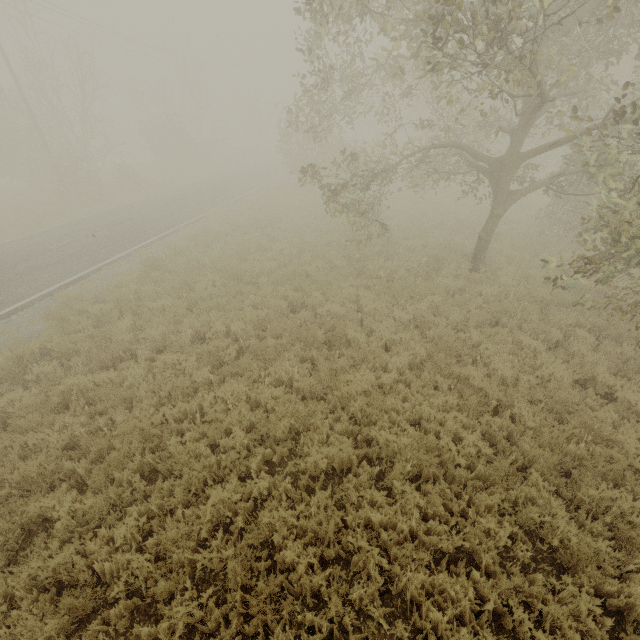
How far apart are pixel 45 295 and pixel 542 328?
15.3m

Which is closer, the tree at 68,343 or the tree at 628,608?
the tree at 628,608

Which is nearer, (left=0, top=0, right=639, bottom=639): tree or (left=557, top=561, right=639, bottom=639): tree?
(left=557, top=561, right=639, bottom=639): tree
